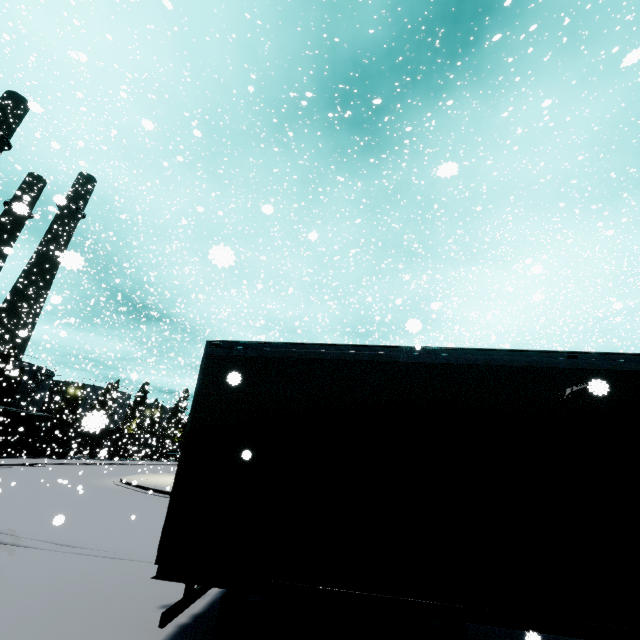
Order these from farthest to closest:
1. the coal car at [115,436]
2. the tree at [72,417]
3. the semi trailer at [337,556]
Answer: the tree at [72,417], the coal car at [115,436], the semi trailer at [337,556]

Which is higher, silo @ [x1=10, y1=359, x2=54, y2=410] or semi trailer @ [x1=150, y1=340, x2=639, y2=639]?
silo @ [x1=10, y1=359, x2=54, y2=410]

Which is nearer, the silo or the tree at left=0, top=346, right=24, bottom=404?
the tree at left=0, top=346, right=24, bottom=404

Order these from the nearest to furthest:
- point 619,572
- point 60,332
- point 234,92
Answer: point 619,572 < point 60,332 < point 234,92

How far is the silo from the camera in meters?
50.6

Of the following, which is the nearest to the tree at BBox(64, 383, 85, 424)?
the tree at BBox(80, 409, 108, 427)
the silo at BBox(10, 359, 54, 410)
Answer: the silo at BBox(10, 359, 54, 410)

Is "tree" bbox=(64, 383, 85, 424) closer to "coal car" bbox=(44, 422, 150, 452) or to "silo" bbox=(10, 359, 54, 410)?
"silo" bbox=(10, 359, 54, 410)

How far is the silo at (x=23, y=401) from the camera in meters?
50.6
